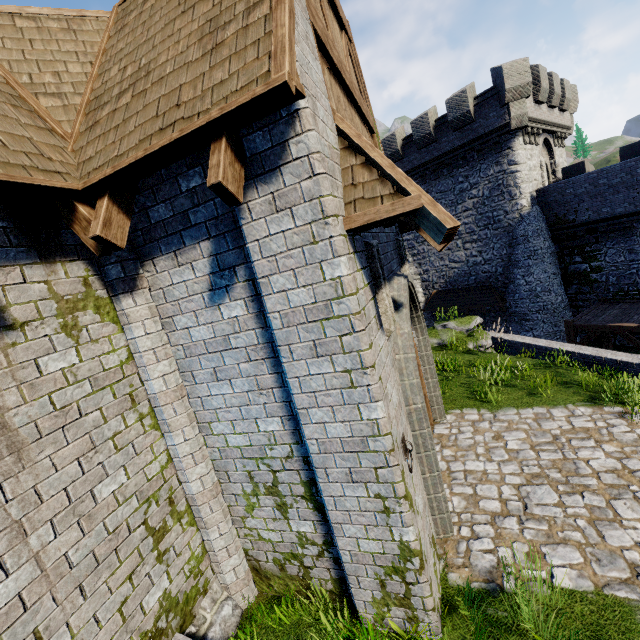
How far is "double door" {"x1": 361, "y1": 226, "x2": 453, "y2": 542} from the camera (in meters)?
4.59

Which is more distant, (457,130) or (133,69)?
(457,130)

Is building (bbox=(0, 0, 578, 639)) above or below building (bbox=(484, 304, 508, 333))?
above

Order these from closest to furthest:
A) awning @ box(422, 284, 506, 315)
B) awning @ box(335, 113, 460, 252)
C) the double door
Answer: awning @ box(335, 113, 460, 252), the double door, awning @ box(422, 284, 506, 315)

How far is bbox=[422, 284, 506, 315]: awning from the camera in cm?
2115

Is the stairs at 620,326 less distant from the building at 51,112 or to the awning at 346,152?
the building at 51,112

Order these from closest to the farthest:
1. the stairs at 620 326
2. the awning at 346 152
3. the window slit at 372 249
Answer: the awning at 346 152, the window slit at 372 249, the stairs at 620 326

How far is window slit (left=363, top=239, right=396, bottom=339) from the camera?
4.1m
